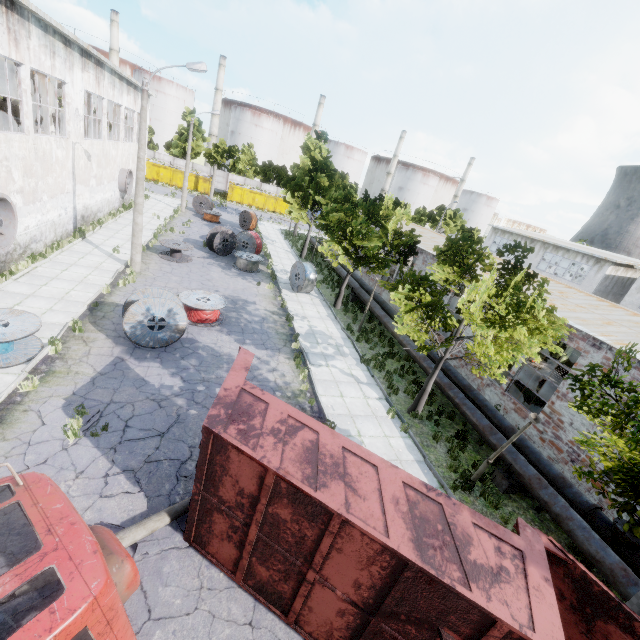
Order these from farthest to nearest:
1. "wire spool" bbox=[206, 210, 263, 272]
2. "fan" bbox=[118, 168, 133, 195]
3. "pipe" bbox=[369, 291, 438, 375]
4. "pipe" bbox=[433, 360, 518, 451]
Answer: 1. "fan" bbox=[118, 168, 133, 195]
2. "wire spool" bbox=[206, 210, 263, 272]
3. "pipe" bbox=[369, 291, 438, 375]
4. "pipe" bbox=[433, 360, 518, 451]

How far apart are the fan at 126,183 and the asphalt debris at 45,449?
24.08m

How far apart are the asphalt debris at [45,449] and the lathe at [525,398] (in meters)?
16.30

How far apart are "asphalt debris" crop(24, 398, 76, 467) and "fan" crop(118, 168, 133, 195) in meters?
24.1 m

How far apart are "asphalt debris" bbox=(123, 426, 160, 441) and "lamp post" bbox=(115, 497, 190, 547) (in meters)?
0.01

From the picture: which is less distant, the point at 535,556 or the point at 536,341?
the point at 535,556

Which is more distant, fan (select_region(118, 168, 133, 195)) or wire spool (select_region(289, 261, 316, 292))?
fan (select_region(118, 168, 133, 195))

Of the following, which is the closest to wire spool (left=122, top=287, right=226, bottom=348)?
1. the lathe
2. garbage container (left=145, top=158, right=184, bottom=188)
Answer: the lathe
